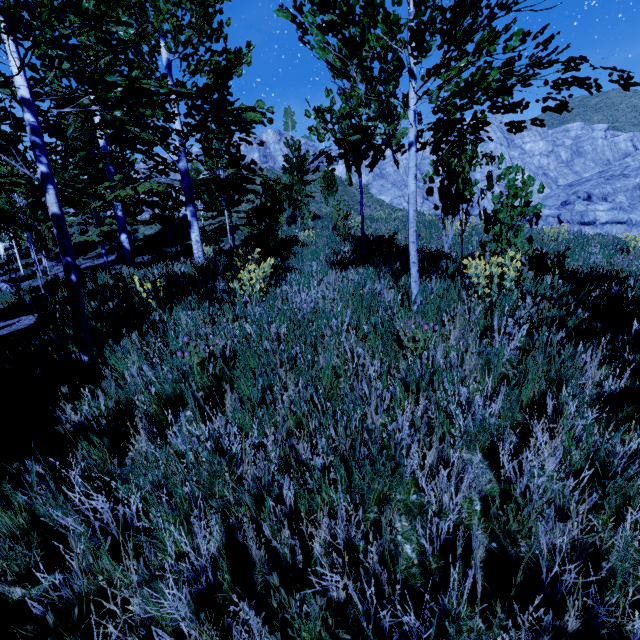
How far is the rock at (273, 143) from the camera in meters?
41.0

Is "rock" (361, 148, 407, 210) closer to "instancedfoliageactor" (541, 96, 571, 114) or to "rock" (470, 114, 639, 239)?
"rock" (470, 114, 639, 239)

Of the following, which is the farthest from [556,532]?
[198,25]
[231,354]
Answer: [198,25]

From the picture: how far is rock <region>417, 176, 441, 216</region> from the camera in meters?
38.9 m

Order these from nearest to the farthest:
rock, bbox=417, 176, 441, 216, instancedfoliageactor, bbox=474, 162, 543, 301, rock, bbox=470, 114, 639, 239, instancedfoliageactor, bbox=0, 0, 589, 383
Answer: instancedfoliageactor, bbox=0, 0, 589, 383, instancedfoliageactor, bbox=474, 162, 543, 301, rock, bbox=470, 114, 639, 239, rock, bbox=417, 176, 441, 216

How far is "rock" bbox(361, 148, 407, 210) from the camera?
41.1m

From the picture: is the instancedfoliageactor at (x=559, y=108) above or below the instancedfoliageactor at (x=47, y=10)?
above

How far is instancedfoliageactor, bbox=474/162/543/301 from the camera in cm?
414
